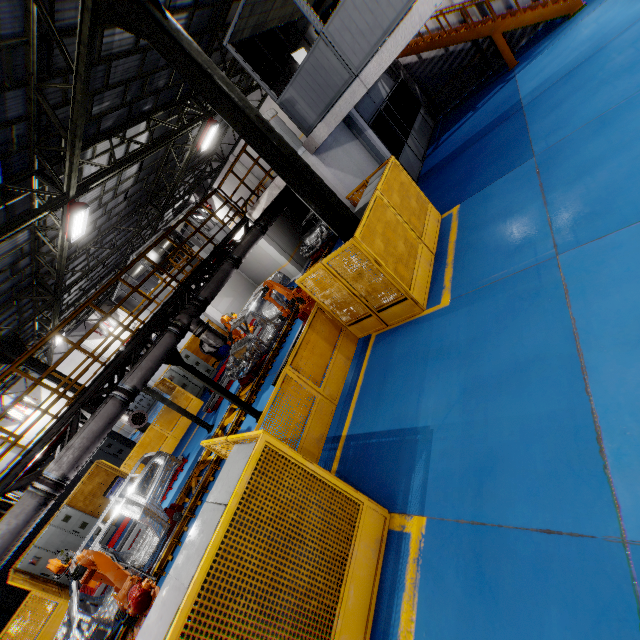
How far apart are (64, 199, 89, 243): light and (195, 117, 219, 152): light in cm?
704

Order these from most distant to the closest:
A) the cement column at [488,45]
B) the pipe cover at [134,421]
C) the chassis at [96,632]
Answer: the cement column at [488,45]
the pipe cover at [134,421]
the chassis at [96,632]

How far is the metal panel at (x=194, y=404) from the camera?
15.4m

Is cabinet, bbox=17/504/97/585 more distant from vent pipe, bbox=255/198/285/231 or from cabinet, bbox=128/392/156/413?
cabinet, bbox=128/392/156/413

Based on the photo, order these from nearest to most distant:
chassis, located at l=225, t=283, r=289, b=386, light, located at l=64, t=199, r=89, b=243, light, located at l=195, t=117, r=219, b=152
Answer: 1. light, located at l=64, t=199, r=89, b=243
2. chassis, located at l=225, t=283, r=289, b=386
3. light, located at l=195, t=117, r=219, b=152

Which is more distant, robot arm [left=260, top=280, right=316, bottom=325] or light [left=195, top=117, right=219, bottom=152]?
light [left=195, top=117, right=219, bottom=152]

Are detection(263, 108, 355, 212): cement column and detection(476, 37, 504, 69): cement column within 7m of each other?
no

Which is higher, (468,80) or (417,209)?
(417,209)
